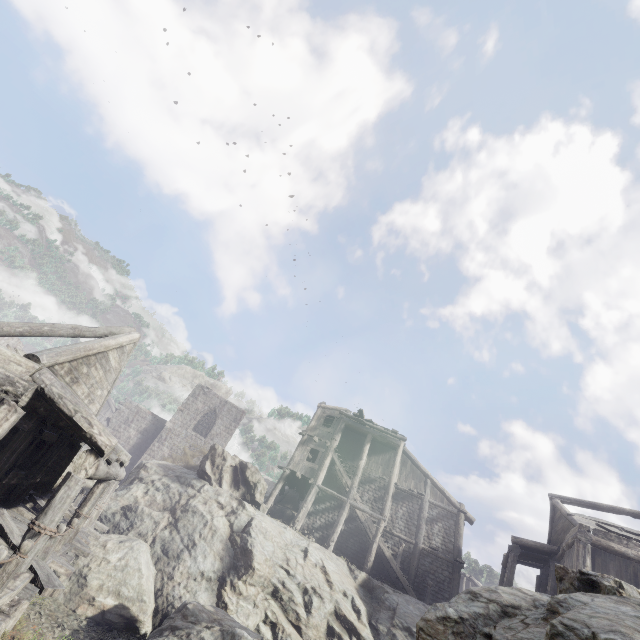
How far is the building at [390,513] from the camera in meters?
19.7 m

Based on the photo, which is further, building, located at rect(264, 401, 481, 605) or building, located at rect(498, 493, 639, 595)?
building, located at rect(264, 401, 481, 605)

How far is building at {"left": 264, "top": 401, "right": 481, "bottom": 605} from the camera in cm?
1967

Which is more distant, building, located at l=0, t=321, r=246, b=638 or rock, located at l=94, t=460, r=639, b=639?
building, located at l=0, t=321, r=246, b=638

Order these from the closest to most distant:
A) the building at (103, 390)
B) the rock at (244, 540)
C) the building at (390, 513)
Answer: the rock at (244, 540)
the building at (103, 390)
the building at (390, 513)

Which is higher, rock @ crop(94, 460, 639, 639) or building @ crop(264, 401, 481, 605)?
building @ crop(264, 401, 481, 605)

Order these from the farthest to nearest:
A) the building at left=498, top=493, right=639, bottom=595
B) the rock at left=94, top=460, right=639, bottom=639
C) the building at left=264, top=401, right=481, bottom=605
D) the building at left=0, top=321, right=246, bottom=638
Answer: the building at left=264, top=401, right=481, bottom=605
the building at left=498, top=493, right=639, bottom=595
the building at left=0, top=321, right=246, bottom=638
the rock at left=94, top=460, right=639, bottom=639

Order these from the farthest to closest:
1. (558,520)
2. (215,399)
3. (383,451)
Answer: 1. (215,399)
2. (383,451)
3. (558,520)
